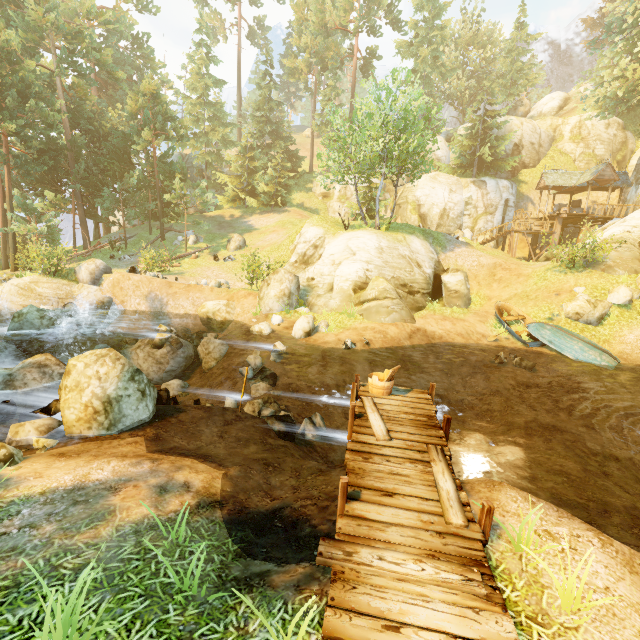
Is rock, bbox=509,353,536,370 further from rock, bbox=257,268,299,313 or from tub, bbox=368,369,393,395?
rock, bbox=257,268,299,313

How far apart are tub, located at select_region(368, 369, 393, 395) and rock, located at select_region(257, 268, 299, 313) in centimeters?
1016cm

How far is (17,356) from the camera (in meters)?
14.00

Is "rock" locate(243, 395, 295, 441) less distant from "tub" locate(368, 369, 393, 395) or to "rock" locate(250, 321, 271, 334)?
"tub" locate(368, 369, 393, 395)

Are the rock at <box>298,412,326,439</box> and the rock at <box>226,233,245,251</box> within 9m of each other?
no

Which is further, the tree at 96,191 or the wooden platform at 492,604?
the tree at 96,191

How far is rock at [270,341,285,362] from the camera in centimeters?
1332cm

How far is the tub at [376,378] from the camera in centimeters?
812cm
